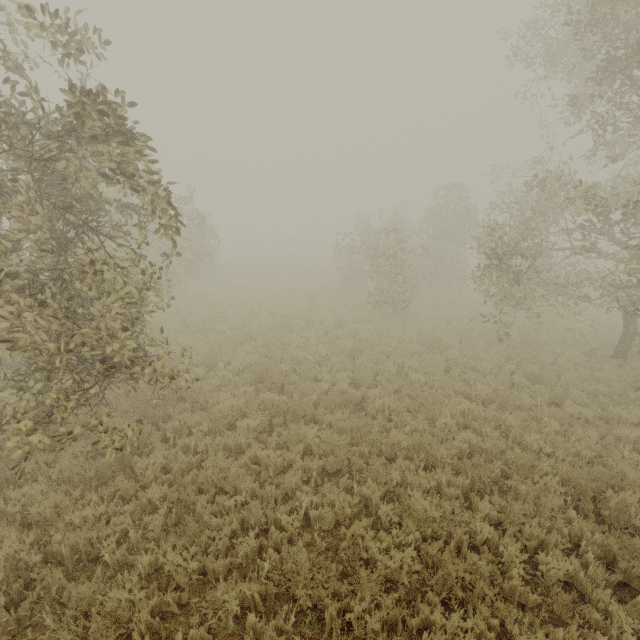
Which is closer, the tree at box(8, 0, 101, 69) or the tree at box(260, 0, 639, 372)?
the tree at box(8, 0, 101, 69)

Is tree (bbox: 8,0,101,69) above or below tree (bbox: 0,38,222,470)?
above

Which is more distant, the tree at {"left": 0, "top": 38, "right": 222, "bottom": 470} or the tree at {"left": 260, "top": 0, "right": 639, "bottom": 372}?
the tree at {"left": 260, "top": 0, "right": 639, "bottom": 372}

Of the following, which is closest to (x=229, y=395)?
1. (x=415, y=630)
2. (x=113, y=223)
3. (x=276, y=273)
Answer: (x=415, y=630)

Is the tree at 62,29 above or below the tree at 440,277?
above

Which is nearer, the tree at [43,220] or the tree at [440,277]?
the tree at [43,220]
